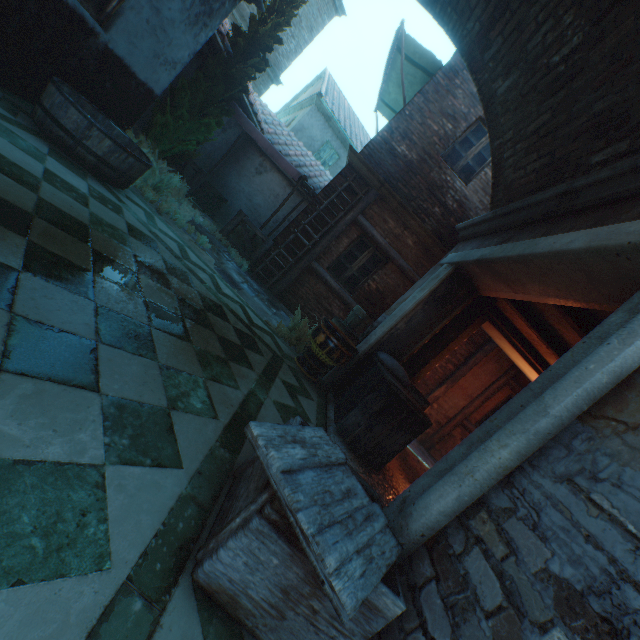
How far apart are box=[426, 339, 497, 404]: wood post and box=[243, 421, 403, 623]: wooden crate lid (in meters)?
7.45

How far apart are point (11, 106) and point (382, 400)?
5.72m

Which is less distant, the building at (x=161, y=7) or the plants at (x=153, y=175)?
the building at (x=161, y=7)

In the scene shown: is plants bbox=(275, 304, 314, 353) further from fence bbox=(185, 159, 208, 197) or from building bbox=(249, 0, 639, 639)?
fence bbox=(185, 159, 208, 197)

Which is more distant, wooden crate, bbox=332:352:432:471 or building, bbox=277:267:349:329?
building, bbox=277:267:349:329

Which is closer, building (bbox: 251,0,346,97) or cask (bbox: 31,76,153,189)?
cask (bbox: 31,76,153,189)

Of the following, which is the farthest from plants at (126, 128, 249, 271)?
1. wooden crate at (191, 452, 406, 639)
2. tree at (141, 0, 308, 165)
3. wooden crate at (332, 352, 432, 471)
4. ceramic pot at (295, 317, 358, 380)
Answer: wooden crate at (191, 452, 406, 639)

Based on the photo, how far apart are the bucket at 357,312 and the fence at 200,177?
5.28m
